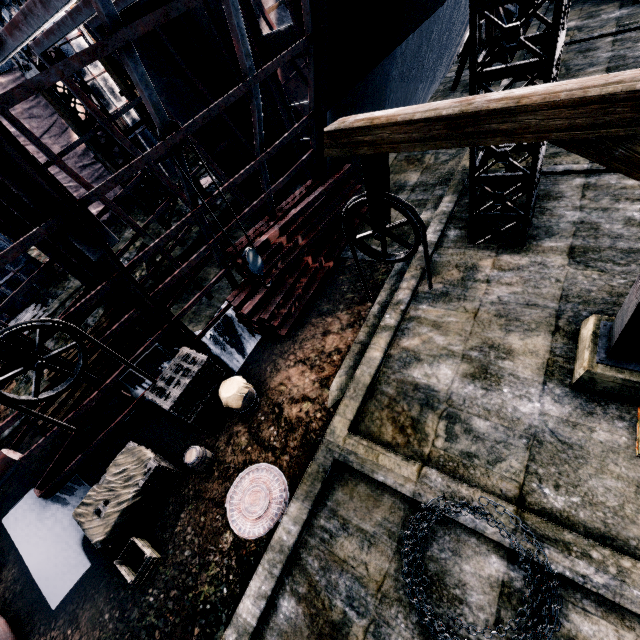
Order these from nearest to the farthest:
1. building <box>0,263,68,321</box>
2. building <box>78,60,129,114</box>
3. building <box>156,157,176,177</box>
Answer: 1. building <box>0,263,68,321</box>
2. building <box>78,60,129,114</box>
3. building <box>156,157,176,177</box>

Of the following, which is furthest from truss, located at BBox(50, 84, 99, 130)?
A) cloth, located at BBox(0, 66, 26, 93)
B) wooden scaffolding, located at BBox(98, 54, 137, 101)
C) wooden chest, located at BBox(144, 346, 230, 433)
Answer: wooden chest, located at BBox(144, 346, 230, 433)

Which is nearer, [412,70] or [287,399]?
[287,399]

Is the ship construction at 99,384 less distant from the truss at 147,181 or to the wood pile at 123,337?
the wood pile at 123,337

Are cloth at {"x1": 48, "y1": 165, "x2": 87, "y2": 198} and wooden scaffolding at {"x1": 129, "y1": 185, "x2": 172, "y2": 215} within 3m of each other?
no

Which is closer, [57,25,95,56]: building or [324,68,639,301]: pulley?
[324,68,639,301]: pulley

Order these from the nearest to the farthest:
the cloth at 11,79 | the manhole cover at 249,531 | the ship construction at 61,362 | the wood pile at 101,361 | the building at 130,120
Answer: the manhole cover at 249,531
the ship construction at 61,362
the wood pile at 101,361
the cloth at 11,79
the building at 130,120

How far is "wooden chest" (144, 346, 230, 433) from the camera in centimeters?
890cm
